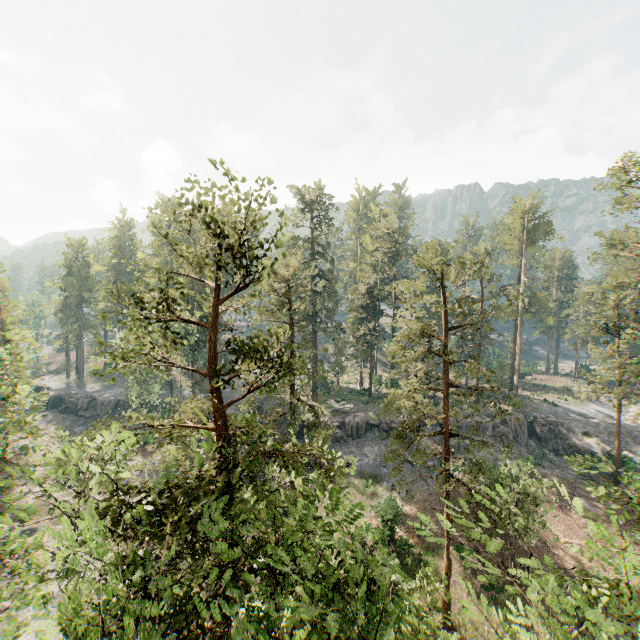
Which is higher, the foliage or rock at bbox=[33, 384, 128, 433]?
the foliage

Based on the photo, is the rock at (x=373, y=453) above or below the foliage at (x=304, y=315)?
below

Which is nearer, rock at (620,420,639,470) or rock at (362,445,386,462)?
rock at (620,420,639,470)

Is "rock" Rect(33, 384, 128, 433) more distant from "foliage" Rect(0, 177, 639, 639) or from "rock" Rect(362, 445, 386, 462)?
"rock" Rect(362, 445, 386, 462)

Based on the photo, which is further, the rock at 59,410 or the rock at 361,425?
the rock at 59,410

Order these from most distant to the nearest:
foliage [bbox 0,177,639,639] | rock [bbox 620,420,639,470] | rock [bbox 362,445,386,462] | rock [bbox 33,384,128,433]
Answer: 1. rock [bbox 33,384,128,433]
2. rock [bbox 362,445,386,462]
3. rock [bbox 620,420,639,470]
4. foliage [bbox 0,177,639,639]

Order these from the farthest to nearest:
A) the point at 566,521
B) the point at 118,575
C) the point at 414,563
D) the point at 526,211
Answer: the point at 526,211
the point at 566,521
the point at 414,563
the point at 118,575
